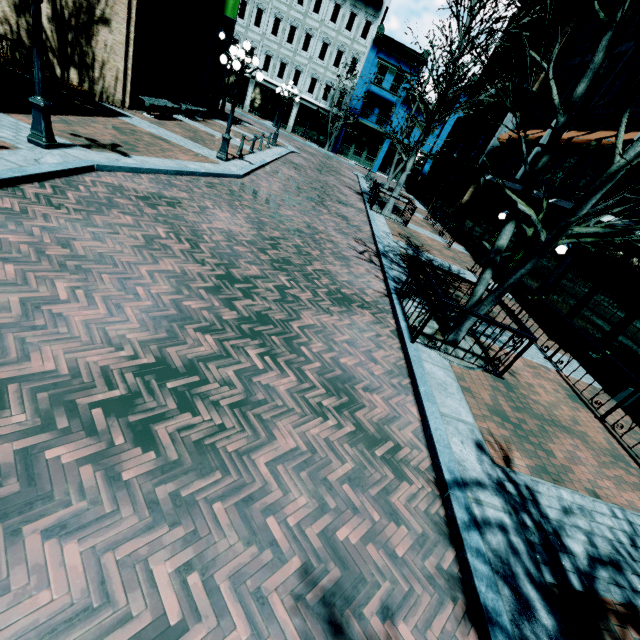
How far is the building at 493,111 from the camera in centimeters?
1973cm

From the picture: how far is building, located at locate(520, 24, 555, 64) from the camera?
17.2m

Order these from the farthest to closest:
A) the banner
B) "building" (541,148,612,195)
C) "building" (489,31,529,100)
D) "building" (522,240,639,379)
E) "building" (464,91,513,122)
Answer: "building" (464,91,513,122) < "building" (489,31,529,100) < the banner < "building" (541,148,612,195) < "building" (522,240,639,379)

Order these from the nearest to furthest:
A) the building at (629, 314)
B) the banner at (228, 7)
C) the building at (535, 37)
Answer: the building at (629, 314), the banner at (228, 7), the building at (535, 37)

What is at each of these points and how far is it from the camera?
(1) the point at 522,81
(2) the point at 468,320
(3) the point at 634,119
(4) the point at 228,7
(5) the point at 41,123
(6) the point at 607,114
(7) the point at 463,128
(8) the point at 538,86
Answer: (1) building, 19.1 meters
(2) tree, 6.4 meters
(3) building, 11.0 meters
(4) banner, 16.7 meters
(5) light, 6.5 meters
(6) building, 12.4 meters
(7) building, 24.8 meters
(8) building, 17.1 meters

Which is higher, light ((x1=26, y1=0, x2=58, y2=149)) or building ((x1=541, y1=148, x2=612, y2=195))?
building ((x1=541, y1=148, x2=612, y2=195))

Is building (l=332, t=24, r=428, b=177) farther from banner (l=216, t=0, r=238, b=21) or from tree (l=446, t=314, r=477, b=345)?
tree (l=446, t=314, r=477, b=345)

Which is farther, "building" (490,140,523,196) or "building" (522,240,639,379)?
"building" (490,140,523,196)
